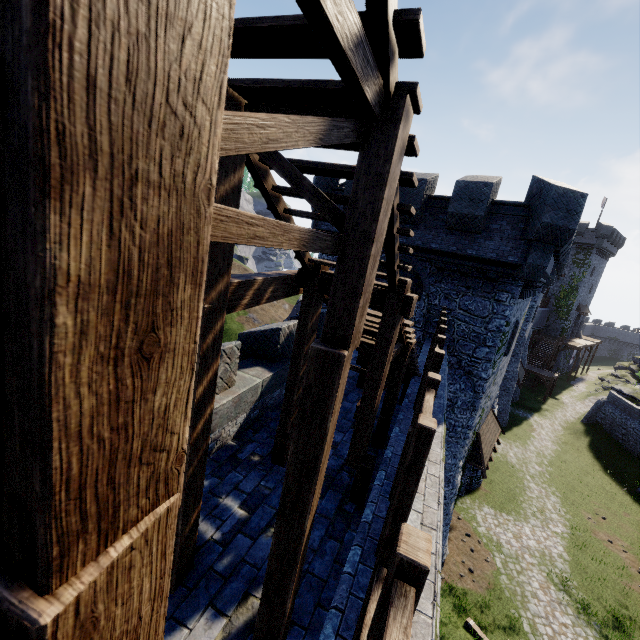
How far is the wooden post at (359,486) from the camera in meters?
5.5

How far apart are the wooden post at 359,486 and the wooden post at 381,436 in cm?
149

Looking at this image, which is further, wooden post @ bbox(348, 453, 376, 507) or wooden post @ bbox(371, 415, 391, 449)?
wooden post @ bbox(371, 415, 391, 449)

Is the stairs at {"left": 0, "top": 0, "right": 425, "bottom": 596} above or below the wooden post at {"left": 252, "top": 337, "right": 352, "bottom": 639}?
above

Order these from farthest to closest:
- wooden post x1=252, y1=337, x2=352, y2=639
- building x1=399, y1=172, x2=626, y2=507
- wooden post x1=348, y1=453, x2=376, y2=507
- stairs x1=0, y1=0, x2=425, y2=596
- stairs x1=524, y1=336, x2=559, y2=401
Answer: stairs x1=524, y1=336, x2=559, y2=401, building x1=399, y1=172, x2=626, y2=507, wooden post x1=348, y1=453, x2=376, y2=507, wooden post x1=252, y1=337, x2=352, y2=639, stairs x1=0, y1=0, x2=425, y2=596

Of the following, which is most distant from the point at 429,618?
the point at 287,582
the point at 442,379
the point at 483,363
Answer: the point at 483,363

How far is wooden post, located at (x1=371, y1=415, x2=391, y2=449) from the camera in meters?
7.2

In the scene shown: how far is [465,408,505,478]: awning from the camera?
16.08m
